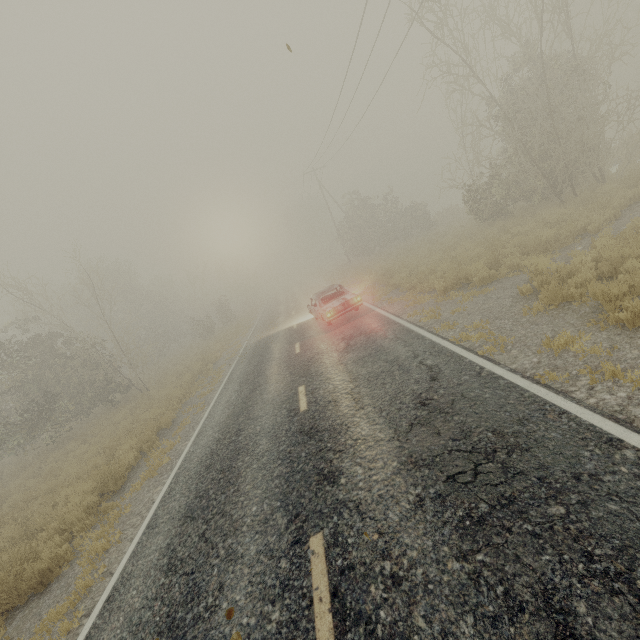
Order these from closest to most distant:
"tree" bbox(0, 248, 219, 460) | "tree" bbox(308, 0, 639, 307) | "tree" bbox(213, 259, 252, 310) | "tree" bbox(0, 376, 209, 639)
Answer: "tree" bbox(0, 376, 209, 639) < "tree" bbox(308, 0, 639, 307) < "tree" bbox(0, 248, 219, 460) < "tree" bbox(213, 259, 252, 310)

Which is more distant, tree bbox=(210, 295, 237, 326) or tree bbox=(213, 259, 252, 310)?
tree bbox=(213, 259, 252, 310)

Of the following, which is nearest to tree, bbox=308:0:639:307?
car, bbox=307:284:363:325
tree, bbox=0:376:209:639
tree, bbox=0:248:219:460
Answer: car, bbox=307:284:363:325

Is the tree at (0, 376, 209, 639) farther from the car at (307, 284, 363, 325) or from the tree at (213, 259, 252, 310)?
the tree at (213, 259, 252, 310)

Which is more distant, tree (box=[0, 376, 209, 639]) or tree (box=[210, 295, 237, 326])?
tree (box=[210, 295, 237, 326])

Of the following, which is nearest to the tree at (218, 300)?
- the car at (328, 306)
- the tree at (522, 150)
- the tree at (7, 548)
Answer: the car at (328, 306)

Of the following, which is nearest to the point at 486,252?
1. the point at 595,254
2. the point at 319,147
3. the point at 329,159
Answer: the point at 595,254

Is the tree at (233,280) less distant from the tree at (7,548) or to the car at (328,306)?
the car at (328,306)
